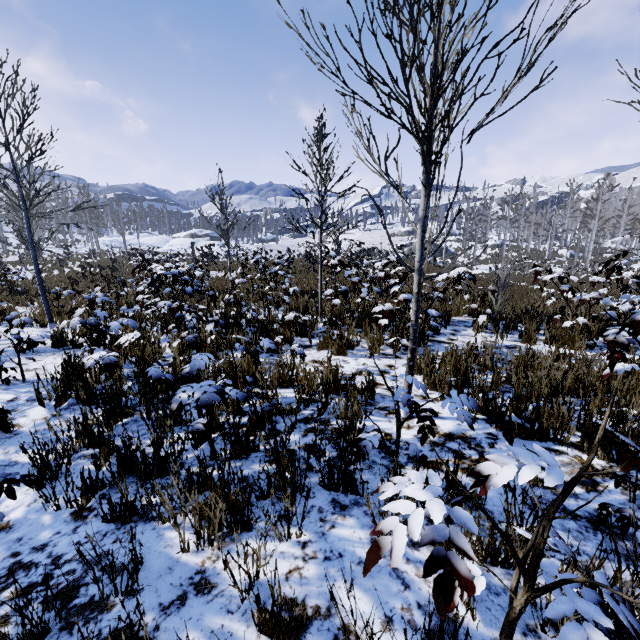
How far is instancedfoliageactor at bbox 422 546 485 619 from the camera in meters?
0.8 m

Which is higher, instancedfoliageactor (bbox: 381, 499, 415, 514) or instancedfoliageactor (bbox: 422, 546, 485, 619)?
instancedfoliageactor (bbox: 381, 499, 415, 514)

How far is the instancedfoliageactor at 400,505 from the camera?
0.9m

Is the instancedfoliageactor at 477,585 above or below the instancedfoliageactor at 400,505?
below

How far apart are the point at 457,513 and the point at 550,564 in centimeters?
62cm
